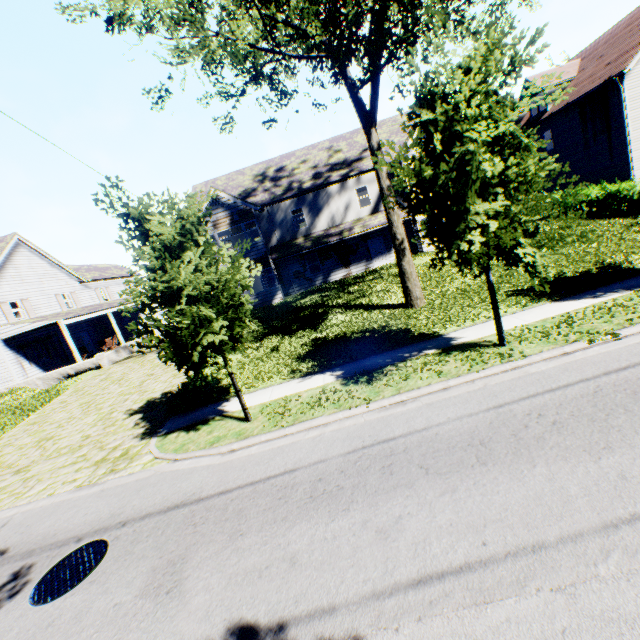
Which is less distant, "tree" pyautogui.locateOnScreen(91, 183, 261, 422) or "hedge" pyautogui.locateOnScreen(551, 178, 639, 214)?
"tree" pyautogui.locateOnScreen(91, 183, 261, 422)

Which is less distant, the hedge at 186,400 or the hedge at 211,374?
the hedge at 186,400

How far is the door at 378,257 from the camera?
24.3 meters

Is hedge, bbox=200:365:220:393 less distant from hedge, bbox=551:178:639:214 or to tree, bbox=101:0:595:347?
tree, bbox=101:0:595:347

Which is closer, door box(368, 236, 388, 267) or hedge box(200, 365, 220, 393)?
hedge box(200, 365, 220, 393)

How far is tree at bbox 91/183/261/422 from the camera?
6.8 meters

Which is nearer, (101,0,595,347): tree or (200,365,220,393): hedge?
(101,0,595,347): tree

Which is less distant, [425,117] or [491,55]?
[491,55]
